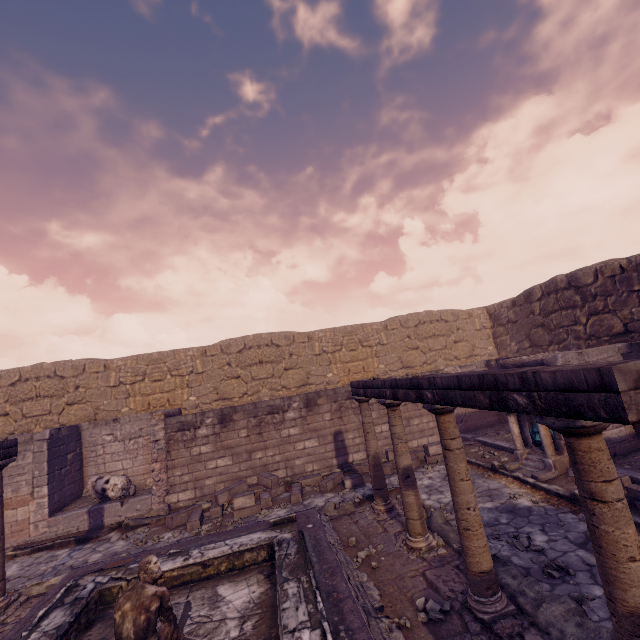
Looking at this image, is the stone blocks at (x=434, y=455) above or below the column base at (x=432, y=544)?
above

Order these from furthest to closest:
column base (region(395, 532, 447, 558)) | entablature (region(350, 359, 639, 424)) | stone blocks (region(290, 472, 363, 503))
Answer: stone blocks (region(290, 472, 363, 503)), column base (region(395, 532, 447, 558)), entablature (region(350, 359, 639, 424))

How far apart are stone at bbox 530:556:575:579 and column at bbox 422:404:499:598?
0.73m

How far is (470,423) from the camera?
11.3m

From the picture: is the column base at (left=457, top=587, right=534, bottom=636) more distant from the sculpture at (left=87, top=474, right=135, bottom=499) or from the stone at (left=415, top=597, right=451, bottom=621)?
the sculpture at (left=87, top=474, right=135, bottom=499)

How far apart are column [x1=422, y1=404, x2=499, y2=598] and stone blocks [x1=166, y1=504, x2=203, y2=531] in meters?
6.2 m

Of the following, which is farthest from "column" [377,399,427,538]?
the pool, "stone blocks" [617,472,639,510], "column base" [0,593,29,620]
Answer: "column base" [0,593,29,620]

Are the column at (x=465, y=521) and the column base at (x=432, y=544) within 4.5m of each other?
yes
